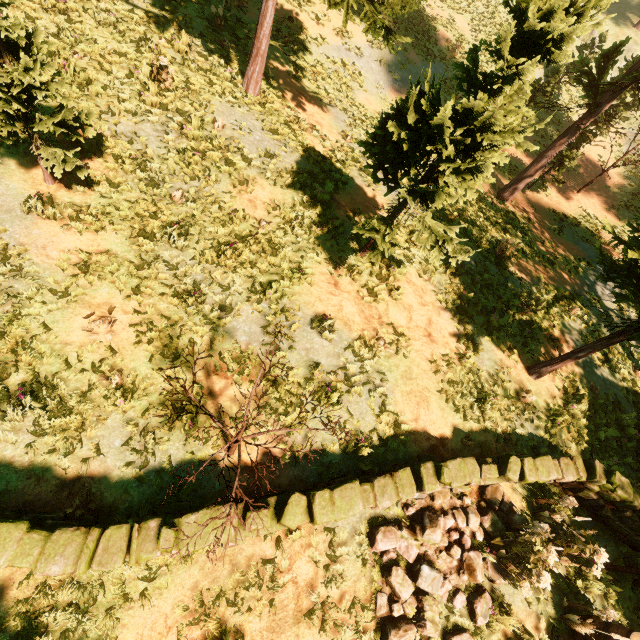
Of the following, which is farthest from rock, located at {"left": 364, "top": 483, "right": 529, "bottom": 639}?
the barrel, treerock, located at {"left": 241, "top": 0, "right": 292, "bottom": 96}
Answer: treerock, located at {"left": 241, "top": 0, "right": 292, "bottom": 96}

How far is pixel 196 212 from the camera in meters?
8.0

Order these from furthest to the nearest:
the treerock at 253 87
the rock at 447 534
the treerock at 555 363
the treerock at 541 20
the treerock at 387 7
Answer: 1. the treerock at 253 87
2. the treerock at 387 7
3. the treerock at 555 363
4. the rock at 447 534
5. the treerock at 541 20

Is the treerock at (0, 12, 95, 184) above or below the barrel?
above

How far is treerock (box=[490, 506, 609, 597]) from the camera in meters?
5.8

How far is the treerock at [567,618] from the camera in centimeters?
603cm

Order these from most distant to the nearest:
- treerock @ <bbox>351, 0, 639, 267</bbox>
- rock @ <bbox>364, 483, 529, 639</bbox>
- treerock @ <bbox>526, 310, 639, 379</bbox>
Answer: treerock @ <bbox>526, 310, 639, 379</bbox> < rock @ <bbox>364, 483, 529, 639</bbox> < treerock @ <bbox>351, 0, 639, 267</bbox>
